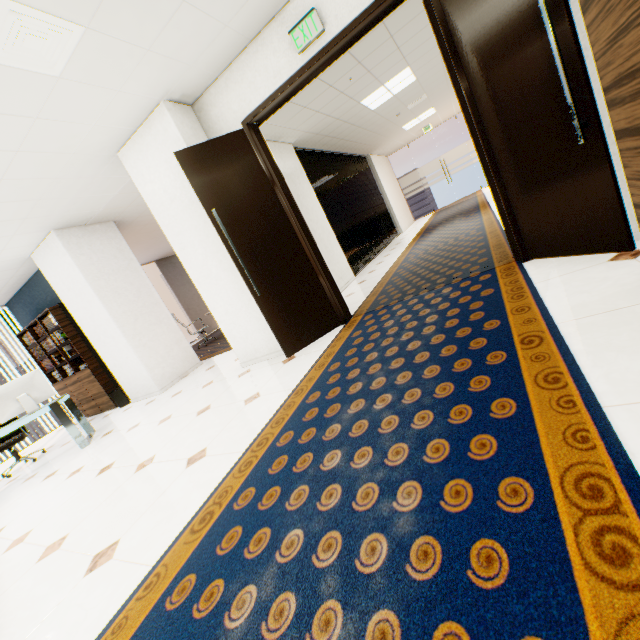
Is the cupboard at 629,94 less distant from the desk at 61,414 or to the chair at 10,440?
the desk at 61,414

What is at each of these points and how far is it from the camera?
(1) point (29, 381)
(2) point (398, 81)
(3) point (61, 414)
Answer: (1) monitor, 4.41m
(2) light, 6.04m
(3) desk, 4.37m

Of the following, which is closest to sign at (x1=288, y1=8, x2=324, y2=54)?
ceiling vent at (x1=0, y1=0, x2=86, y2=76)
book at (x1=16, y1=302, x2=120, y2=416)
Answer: ceiling vent at (x1=0, y1=0, x2=86, y2=76)

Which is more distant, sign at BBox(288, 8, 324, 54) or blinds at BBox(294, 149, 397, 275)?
blinds at BBox(294, 149, 397, 275)

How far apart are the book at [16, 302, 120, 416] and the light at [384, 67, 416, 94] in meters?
6.8

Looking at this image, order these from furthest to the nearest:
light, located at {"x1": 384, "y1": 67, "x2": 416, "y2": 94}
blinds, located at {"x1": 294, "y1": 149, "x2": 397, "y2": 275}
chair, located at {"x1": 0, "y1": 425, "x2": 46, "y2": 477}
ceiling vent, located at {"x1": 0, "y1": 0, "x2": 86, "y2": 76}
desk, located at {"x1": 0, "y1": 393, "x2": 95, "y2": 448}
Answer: blinds, located at {"x1": 294, "y1": 149, "x2": 397, "y2": 275}, light, located at {"x1": 384, "y1": 67, "x2": 416, "y2": 94}, chair, located at {"x1": 0, "y1": 425, "x2": 46, "y2": 477}, desk, located at {"x1": 0, "y1": 393, "x2": 95, "y2": 448}, ceiling vent, located at {"x1": 0, "y1": 0, "x2": 86, "y2": 76}

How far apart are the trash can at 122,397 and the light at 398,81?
7.1 meters

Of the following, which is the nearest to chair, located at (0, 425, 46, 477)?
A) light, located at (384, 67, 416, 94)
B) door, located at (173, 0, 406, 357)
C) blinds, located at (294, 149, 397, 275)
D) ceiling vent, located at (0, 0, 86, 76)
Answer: door, located at (173, 0, 406, 357)
